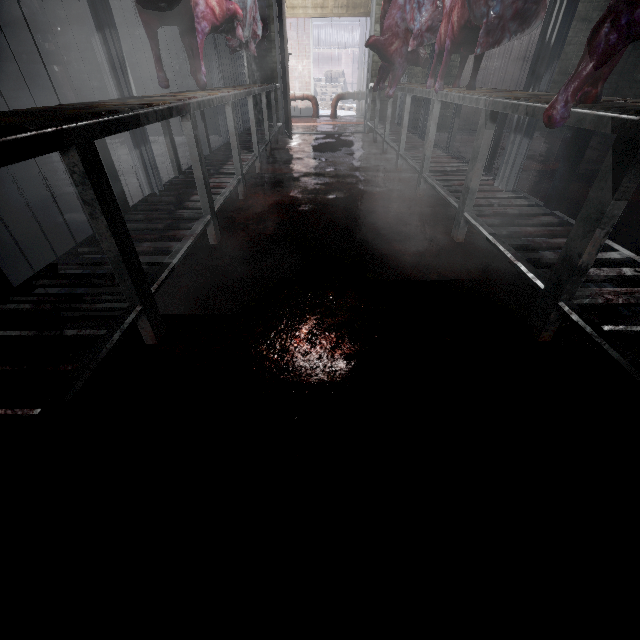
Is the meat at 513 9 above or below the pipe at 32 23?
below

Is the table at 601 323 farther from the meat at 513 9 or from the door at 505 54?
the door at 505 54

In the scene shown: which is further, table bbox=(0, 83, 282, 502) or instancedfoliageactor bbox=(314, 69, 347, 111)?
instancedfoliageactor bbox=(314, 69, 347, 111)

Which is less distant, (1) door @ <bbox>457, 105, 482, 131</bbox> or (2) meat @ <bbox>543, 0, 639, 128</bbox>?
(2) meat @ <bbox>543, 0, 639, 128</bbox>

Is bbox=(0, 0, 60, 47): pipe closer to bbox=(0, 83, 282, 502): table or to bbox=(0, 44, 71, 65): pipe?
bbox=(0, 44, 71, 65): pipe

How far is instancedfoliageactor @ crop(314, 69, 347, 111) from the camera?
12.86m

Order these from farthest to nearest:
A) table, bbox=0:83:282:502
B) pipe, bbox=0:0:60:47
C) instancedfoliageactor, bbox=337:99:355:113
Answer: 1. instancedfoliageactor, bbox=337:99:355:113
2. pipe, bbox=0:0:60:47
3. table, bbox=0:83:282:502

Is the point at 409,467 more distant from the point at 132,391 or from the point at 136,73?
the point at 136,73
